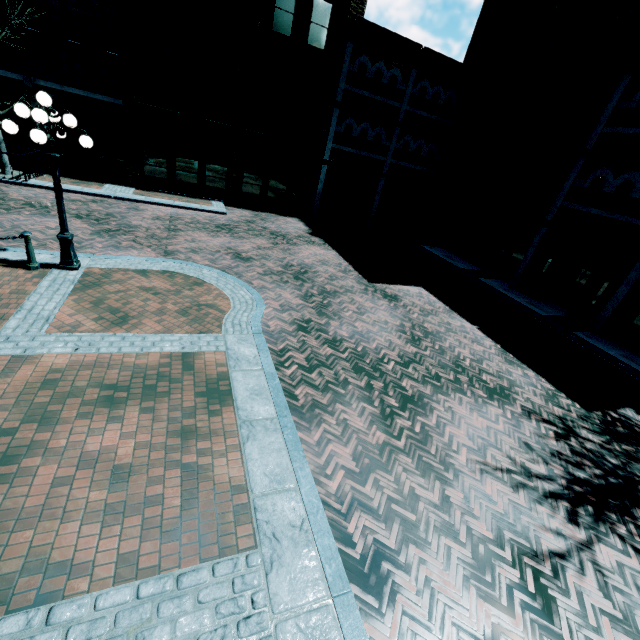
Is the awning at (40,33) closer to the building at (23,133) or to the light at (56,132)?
the building at (23,133)

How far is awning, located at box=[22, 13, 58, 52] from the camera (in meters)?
14.86

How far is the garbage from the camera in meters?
16.9 m

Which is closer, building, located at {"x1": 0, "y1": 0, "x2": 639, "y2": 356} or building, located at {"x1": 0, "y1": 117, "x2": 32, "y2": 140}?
building, located at {"x1": 0, "y1": 0, "x2": 639, "y2": 356}

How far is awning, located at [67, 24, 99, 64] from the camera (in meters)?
15.51

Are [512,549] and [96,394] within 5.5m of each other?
no

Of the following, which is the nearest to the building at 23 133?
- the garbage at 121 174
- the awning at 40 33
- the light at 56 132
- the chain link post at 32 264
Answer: the awning at 40 33

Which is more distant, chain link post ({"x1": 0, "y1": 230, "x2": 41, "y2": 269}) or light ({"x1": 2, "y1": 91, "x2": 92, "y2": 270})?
chain link post ({"x1": 0, "y1": 230, "x2": 41, "y2": 269})
